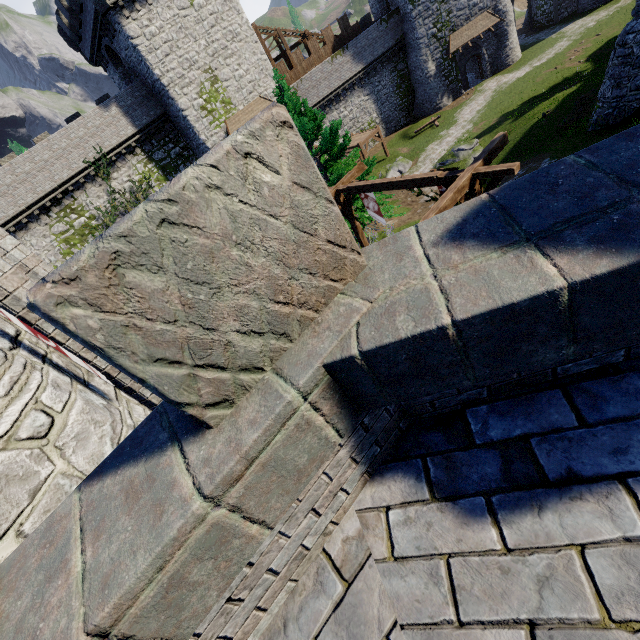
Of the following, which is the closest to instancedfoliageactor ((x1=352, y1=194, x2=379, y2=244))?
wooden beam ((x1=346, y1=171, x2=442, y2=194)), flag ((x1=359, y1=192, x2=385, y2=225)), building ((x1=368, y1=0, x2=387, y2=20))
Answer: flag ((x1=359, y1=192, x2=385, y2=225))

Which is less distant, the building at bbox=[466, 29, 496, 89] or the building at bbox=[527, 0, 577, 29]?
the building at bbox=[466, 29, 496, 89]

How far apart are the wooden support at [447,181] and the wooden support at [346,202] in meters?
3.4

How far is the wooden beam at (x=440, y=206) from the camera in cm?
815

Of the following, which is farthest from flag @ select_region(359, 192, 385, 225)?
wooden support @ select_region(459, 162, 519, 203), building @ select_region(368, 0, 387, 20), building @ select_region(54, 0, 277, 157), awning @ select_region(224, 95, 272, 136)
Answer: building @ select_region(368, 0, 387, 20)

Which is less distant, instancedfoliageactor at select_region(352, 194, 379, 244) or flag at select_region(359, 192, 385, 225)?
flag at select_region(359, 192, 385, 225)

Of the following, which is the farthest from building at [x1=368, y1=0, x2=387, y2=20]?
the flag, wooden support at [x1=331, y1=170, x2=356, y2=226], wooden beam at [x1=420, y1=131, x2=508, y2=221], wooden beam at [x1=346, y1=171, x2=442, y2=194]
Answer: wooden beam at [x1=420, y1=131, x2=508, y2=221]

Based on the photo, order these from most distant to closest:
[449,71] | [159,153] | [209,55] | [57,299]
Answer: [449,71], [159,153], [209,55], [57,299]
